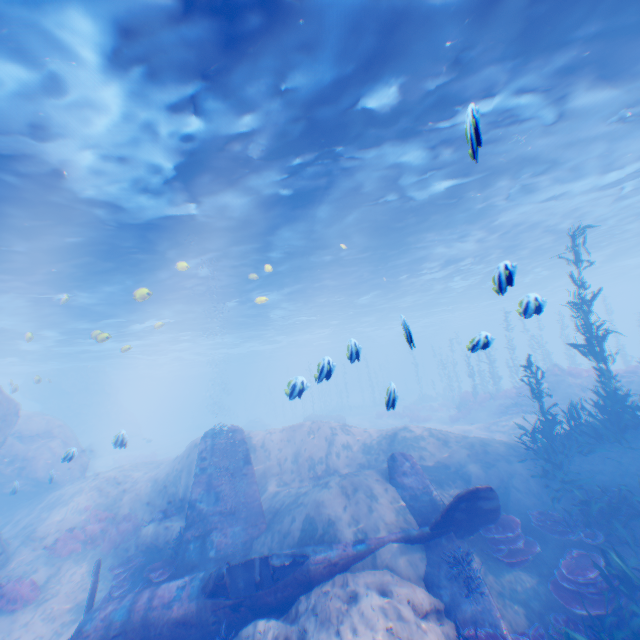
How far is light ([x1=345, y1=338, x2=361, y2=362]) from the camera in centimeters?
666cm

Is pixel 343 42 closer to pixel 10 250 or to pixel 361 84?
pixel 361 84

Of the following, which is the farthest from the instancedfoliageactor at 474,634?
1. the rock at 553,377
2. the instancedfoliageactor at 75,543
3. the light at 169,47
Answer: the rock at 553,377

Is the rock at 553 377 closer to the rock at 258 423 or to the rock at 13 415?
the rock at 13 415

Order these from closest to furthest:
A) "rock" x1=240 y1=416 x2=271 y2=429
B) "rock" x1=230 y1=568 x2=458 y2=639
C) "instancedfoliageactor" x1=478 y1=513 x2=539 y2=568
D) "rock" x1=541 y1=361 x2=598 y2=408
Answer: "rock" x1=230 y1=568 x2=458 y2=639 < "instancedfoliageactor" x1=478 y1=513 x2=539 y2=568 < "rock" x1=541 y1=361 x2=598 y2=408 < "rock" x1=240 y1=416 x2=271 y2=429

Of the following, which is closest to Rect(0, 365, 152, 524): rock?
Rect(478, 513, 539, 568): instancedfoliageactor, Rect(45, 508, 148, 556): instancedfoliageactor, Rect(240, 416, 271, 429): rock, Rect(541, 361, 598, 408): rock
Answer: Rect(45, 508, 148, 556): instancedfoliageactor

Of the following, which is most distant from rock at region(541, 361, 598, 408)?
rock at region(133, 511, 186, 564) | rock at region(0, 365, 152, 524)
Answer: rock at region(133, 511, 186, 564)

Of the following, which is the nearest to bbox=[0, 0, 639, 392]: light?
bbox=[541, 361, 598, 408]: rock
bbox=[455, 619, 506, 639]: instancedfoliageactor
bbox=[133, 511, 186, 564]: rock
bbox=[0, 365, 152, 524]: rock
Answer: bbox=[0, 365, 152, 524]: rock
